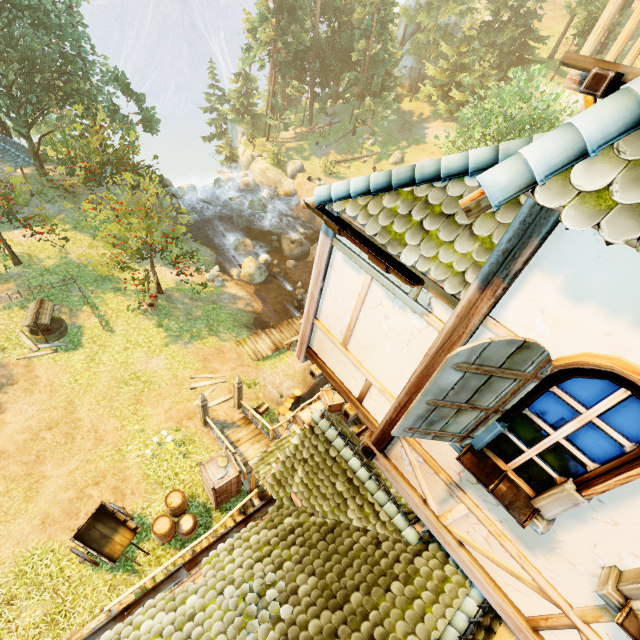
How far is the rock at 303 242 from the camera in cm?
2986

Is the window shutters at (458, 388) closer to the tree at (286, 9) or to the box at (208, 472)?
the box at (208, 472)

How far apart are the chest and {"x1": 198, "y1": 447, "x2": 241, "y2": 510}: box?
3.0m

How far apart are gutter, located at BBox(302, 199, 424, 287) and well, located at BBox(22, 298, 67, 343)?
17.51m

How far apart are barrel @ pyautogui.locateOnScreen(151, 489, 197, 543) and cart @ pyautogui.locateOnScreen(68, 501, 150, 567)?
0.29m

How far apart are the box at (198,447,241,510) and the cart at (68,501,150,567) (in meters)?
2.15

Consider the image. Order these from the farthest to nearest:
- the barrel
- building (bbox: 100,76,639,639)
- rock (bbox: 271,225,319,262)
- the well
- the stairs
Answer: rock (bbox: 271,225,319,262), the well, the stairs, the barrel, building (bbox: 100,76,639,639)

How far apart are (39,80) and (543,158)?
35.27m
